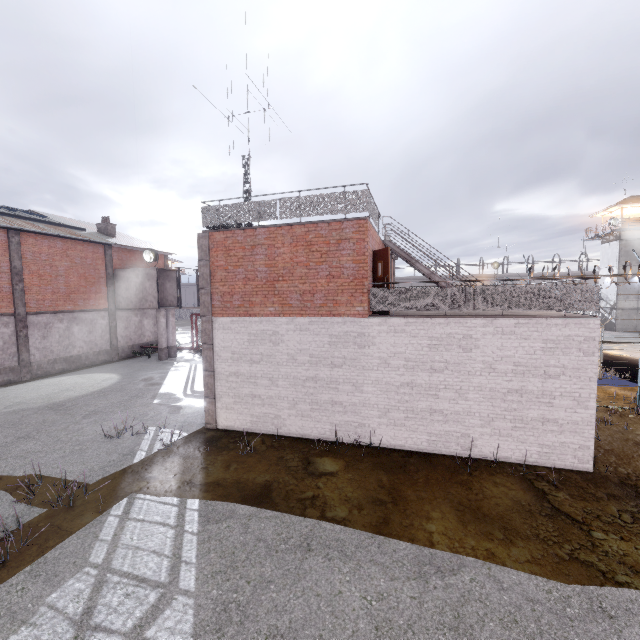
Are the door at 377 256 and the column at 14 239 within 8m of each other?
no

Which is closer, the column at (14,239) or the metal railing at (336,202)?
the metal railing at (336,202)

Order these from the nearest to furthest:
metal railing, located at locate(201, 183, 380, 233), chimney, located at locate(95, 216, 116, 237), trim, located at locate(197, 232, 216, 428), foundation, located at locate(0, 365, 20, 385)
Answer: metal railing, located at locate(201, 183, 380, 233), trim, located at locate(197, 232, 216, 428), foundation, located at locate(0, 365, 20, 385), chimney, located at locate(95, 216, 116, 237)

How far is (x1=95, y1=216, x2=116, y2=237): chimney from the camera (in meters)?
26.55

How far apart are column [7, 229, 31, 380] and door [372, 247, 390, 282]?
21.05m

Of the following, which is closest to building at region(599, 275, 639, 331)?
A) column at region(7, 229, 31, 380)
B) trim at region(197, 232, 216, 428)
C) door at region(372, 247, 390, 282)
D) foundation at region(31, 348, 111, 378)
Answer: door at region(372, 247, 390, 282)

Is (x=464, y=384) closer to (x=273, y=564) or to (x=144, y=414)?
(x=273, y=564)

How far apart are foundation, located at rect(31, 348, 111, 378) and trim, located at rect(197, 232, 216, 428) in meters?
15.3
